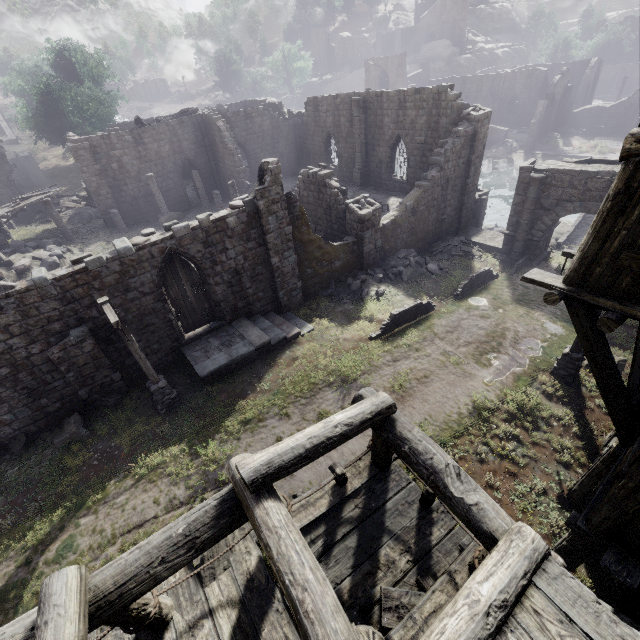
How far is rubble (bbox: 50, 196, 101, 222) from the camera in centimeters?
2850cm

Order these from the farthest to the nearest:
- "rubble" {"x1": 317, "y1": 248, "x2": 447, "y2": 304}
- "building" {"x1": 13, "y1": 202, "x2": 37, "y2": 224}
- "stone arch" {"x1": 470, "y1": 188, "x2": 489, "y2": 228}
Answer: "building" {"x1": 13, "y1": 202, "x2": 37, "y2": 224} < "stone arch" {"x1": 470, "y1": 188, "x2": 489, "y2": 228} < "rubble" {"x1": 317, "y1": 248, "x2": 447, "y2": 304}

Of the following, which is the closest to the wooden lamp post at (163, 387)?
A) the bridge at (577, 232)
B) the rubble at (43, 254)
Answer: the rubble at (43, 254)

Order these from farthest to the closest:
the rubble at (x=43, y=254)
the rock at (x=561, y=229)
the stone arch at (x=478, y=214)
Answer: the rock at (x=561, y=229) → the stone arch at (x=478, y=214) → the rubble at (x=43, y=254)

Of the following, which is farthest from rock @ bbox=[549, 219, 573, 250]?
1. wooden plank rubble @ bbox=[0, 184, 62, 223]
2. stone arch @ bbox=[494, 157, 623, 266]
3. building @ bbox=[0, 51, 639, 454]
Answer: wooden plank rubble @ bbox=[0, 184, 62, 223]

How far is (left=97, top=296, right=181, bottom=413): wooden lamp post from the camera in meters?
9.0

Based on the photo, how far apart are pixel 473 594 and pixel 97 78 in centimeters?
5807cm
